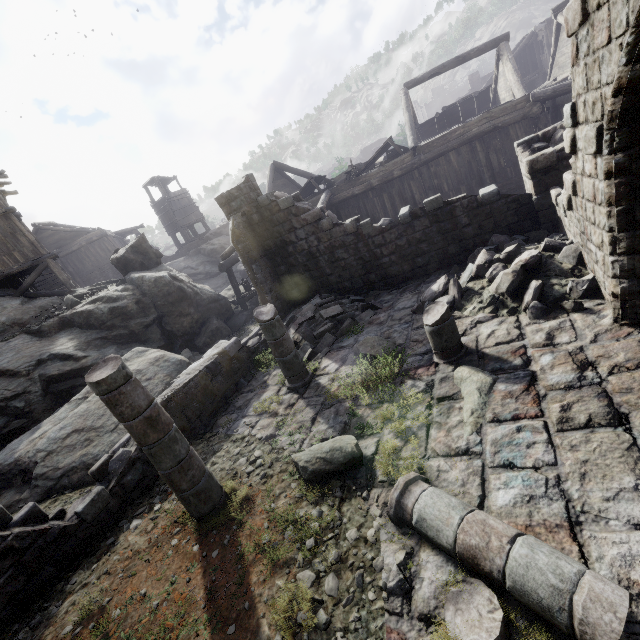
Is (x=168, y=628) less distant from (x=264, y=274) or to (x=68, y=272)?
(x=264, y=274)

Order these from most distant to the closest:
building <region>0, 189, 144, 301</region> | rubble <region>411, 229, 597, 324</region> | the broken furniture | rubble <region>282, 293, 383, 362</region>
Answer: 1. building <region>0, 189, 144, 301</region>
2. the broken furniture
3. rubble <region>282, 293, 383, 362</region>
4. rubble <region>411, 229, 597, 324</region>

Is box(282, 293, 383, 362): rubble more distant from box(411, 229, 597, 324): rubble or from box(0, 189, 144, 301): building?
box(411, 229, 597, 324): rubble

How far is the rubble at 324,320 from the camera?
9.7 meters

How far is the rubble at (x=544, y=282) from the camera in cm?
648

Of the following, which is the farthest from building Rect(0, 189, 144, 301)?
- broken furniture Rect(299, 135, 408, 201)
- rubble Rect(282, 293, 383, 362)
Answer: broken furniture Rect(299, 135, 408, 201)

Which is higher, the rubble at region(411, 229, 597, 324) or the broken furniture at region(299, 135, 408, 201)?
the broken furniture at region(299, 135, 408, 201)

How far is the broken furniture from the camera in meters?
16.0
